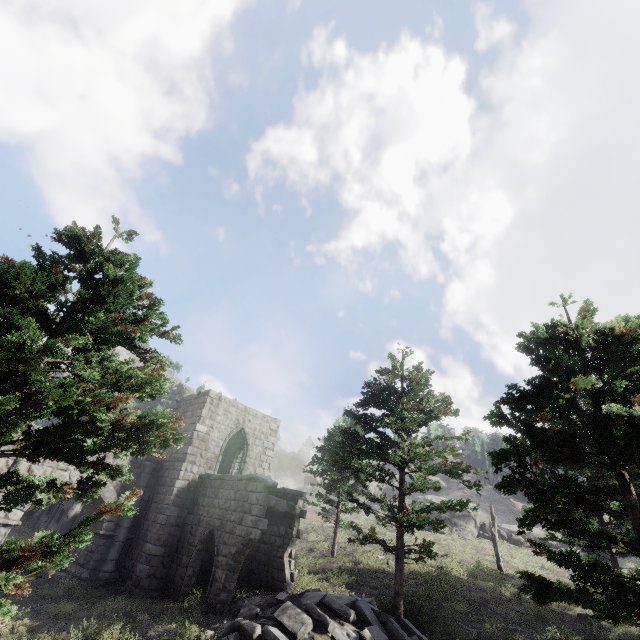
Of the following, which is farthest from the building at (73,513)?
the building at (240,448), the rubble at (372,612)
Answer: the rubble at (372,612)

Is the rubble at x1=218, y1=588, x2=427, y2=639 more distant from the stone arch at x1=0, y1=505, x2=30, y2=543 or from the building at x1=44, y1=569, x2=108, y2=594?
the stone arch at x1=0, y1=505, x2=30, y2=543

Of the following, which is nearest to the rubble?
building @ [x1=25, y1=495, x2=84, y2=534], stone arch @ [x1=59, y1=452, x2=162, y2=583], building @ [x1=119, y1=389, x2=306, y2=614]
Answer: building @ [x1=119, y1=389, x2=306, y2=614]

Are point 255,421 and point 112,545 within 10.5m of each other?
yes

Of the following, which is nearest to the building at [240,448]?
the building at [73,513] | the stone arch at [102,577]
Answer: the stone arch at [102,577]

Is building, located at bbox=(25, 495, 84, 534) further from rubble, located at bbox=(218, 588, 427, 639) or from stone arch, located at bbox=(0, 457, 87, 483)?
rubble, located at bbox=(218, 588, 427, 639)

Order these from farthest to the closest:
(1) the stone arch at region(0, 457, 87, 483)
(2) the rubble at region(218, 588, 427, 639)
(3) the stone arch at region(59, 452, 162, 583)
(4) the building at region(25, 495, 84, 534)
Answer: (4) the building at region(25, 495, 84, 534)
(3) the stone arch at region(59, 452, 162, 583)
(1) the stone arch at region(0, 457, 87, 483)
(2) the rubble at region(218, 588, 427, 639)

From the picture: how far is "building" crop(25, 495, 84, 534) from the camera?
20.95m
